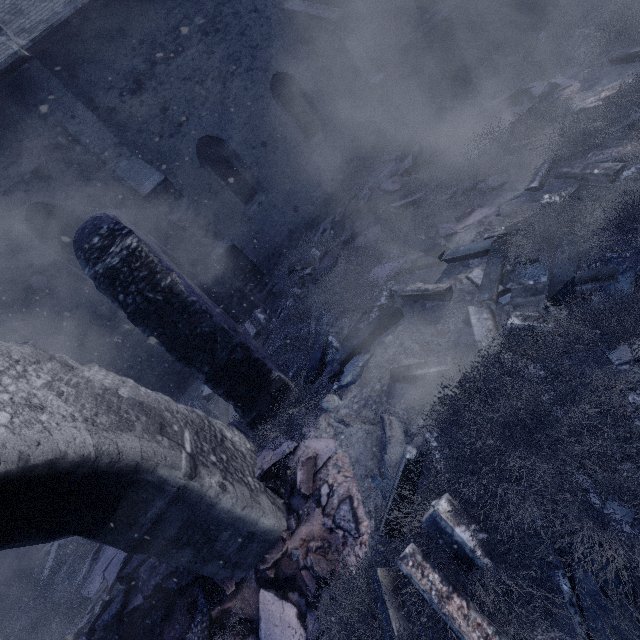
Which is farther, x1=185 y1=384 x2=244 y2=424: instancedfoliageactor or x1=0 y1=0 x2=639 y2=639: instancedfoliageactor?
x1=185 y1=384 x2=244 y2=424: instancedfoliageactor

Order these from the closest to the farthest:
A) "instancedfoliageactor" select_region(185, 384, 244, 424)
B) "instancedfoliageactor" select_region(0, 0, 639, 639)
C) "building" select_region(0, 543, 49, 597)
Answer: "instancedfoliageactor" select_region(0, 0, 639, 639) < "instancedfoliageactor" select_region(185, 384, 244, 424) < "building" select_region(0, 543, 49, 597)

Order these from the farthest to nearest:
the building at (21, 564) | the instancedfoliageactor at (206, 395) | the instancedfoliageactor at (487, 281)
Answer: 1. the building at (21, 564)
2. the instancedfoliageactor at (206, 395)
3. the instancedfoliageactor at (487, 281)

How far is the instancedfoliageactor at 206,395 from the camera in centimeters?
570cm

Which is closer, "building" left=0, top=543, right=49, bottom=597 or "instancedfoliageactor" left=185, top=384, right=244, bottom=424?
"instancedfoliageactor" left=185, top=384, right=244, bottom=424

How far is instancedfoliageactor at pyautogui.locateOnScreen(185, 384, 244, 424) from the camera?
5.7 meters

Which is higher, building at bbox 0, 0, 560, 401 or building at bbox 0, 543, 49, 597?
building at bbox 0, 0, 560, 401

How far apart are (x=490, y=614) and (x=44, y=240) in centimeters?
990cm
